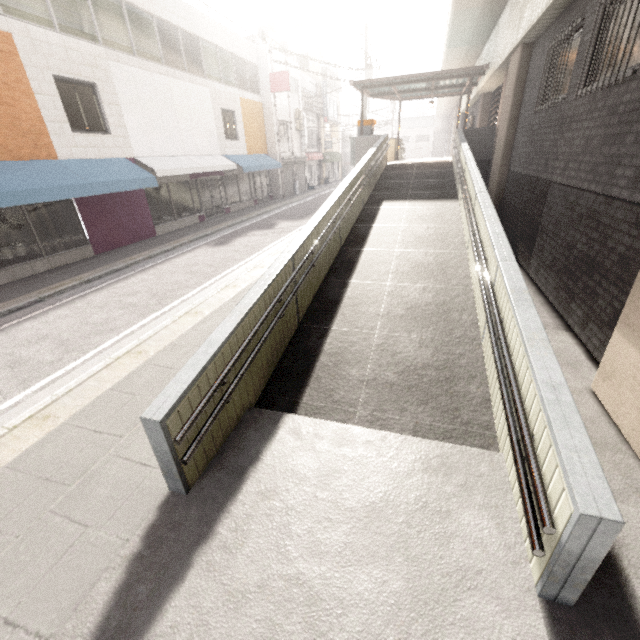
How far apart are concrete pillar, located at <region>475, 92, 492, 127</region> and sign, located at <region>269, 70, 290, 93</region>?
11.3 meters

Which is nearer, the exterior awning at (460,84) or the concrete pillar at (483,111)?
the exterior awning at (460,84)

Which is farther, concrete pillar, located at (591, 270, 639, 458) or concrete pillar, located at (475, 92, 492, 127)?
concrete pillar, located at (475, 92, 492, 127)

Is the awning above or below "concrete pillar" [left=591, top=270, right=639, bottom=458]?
above

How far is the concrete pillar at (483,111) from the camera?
16.7m

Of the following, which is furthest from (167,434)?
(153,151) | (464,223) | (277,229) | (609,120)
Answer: (153,151)

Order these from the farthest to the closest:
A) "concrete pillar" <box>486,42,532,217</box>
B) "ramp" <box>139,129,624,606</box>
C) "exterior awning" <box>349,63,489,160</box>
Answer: "exterior awning" <box>349,63,489,160</box> → "concrete pillar" <box>486,42,532,217</box> → "ramp" <box>139,129,624,606</box>

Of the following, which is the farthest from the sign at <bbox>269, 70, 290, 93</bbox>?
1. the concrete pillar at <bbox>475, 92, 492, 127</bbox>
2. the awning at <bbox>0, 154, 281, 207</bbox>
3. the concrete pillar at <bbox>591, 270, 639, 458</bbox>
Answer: the concrete pillar at <bbox>591, 270, 639, 458</bbox>
